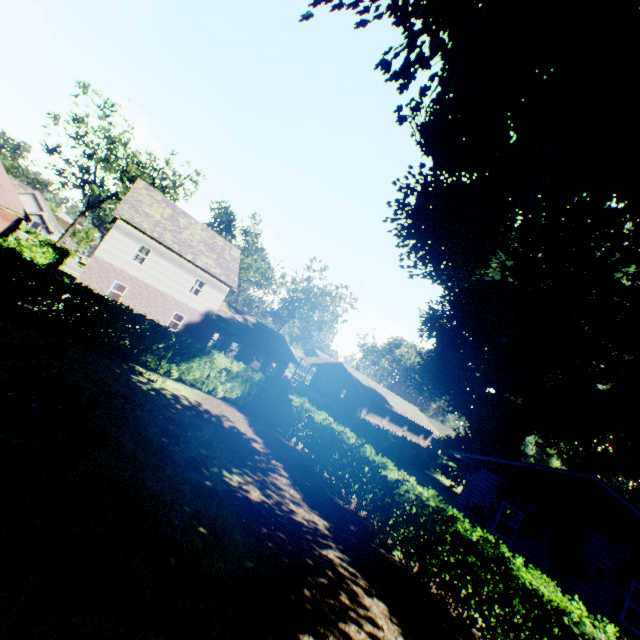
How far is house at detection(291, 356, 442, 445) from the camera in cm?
4303

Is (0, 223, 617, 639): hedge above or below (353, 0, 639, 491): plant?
below

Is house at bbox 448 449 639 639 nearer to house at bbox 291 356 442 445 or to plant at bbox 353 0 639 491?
plant at bbox 353 0 639 491

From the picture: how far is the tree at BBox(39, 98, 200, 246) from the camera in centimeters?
3284cm

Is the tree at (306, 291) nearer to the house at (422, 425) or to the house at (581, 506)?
the house at (422, 425)

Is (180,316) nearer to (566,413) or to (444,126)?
(444,126)

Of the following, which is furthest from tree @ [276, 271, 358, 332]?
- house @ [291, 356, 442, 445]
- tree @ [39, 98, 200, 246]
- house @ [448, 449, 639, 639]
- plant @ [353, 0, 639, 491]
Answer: house @ [448, 449, 639, 639]

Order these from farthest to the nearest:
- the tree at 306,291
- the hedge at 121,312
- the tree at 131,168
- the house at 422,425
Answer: the tree at 306,291 → the house at 422,425 → the tree at 131,168 → the hedge at 121,312
